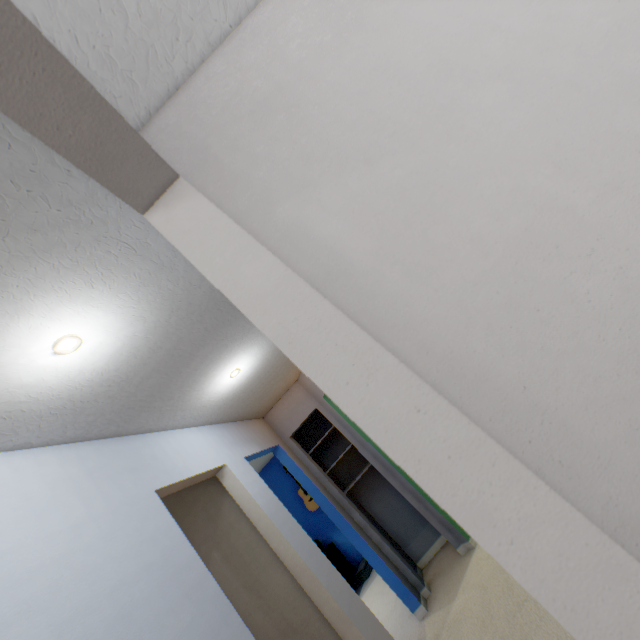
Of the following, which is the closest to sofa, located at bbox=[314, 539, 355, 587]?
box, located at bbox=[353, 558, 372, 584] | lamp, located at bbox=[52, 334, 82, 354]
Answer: box, located at bbox=[353, 558, 372, 584]

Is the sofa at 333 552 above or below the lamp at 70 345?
below

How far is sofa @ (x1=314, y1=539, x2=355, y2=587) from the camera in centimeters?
517cm

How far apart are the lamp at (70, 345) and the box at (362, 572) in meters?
5.8

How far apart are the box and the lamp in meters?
5.8 m

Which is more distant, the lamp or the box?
the box

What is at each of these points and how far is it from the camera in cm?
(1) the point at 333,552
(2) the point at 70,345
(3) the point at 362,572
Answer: (1) sofa, 547
(2) lamp, 126
(3) box, 517

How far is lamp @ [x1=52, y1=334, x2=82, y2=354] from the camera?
1.2 meters
